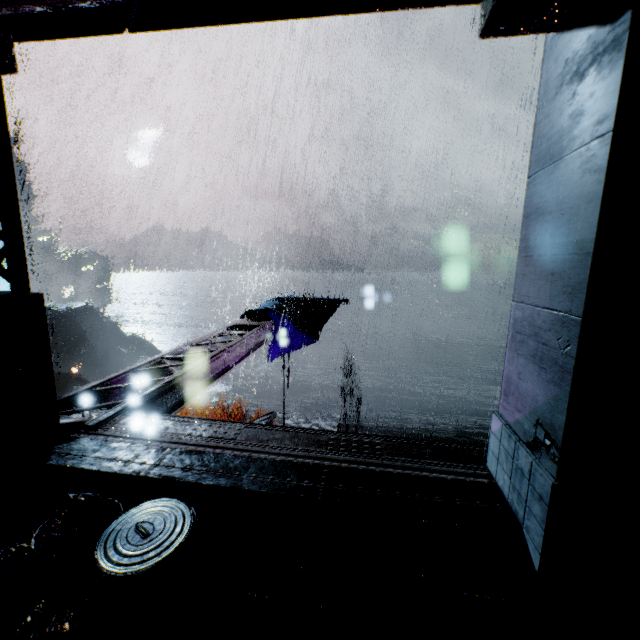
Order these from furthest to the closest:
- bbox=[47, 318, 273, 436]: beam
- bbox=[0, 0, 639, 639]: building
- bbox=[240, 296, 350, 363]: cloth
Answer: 1. bbox=[240, 296, 350, 363]: cloth
2. bbox=[47, 318, 273, 436]: beam
3. bbox=[0, 0, 639, 639]: building

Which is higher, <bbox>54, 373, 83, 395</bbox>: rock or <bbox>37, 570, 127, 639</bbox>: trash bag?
<bbox>37, 570, 127, 639</bbox>: trash bag

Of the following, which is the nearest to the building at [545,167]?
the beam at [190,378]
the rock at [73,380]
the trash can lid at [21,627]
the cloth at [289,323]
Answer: the beam at [190,378]

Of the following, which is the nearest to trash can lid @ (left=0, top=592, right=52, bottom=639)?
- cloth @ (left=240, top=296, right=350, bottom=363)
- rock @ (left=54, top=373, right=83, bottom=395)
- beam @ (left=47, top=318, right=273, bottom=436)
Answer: Answer: beam @ (left=47, top=318, right=273, bottom=436)

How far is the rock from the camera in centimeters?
5242cm

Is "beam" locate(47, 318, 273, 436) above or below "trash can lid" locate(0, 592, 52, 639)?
above

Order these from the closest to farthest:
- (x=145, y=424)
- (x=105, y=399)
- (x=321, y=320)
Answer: (x=145, y=424), (x=105, y=399), (x=321, y=320)

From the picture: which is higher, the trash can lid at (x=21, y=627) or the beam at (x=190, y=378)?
the beam at (x=190, y=378)
